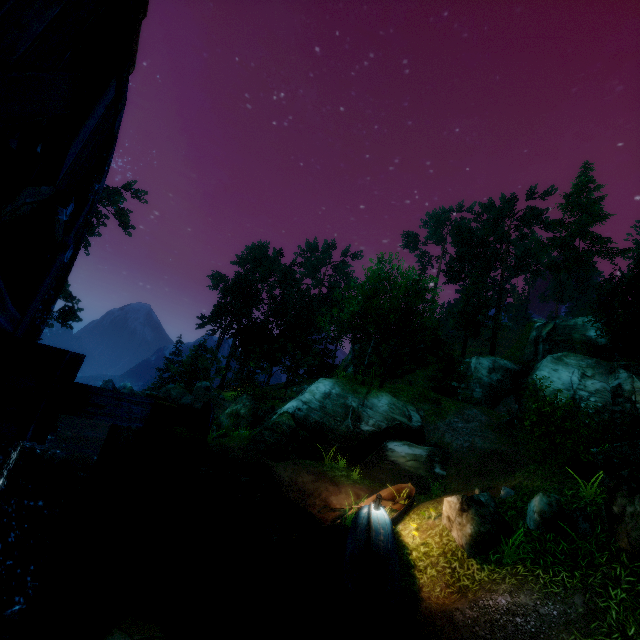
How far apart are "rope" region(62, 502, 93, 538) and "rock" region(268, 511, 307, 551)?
6.7m

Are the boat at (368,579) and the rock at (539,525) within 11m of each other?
yes

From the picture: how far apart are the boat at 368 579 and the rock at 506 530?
1.46m

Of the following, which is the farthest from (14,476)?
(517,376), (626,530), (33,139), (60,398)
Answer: (517,376)

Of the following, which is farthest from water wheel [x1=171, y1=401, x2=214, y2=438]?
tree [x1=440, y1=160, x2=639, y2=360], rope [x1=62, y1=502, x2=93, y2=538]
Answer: tree [x1=440, y1=160, x2=639, y2=360]

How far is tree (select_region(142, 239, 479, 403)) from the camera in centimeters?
2203cm

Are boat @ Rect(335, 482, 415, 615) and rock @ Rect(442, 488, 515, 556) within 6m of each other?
yes

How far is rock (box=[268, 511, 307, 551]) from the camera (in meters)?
9.60
